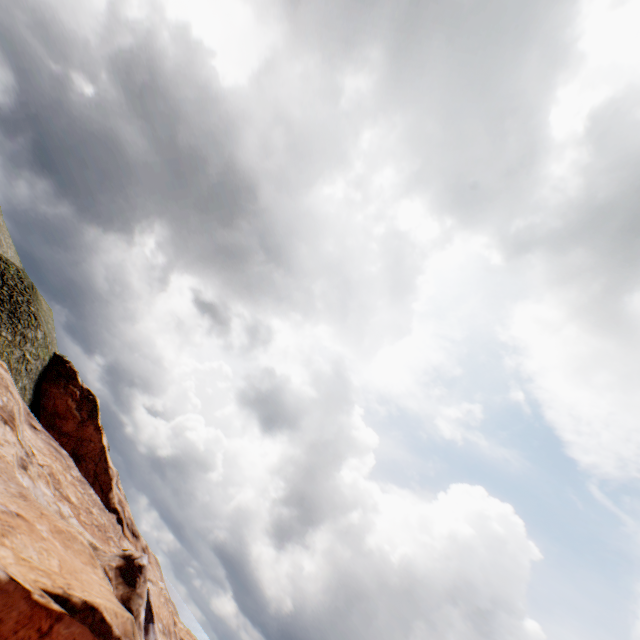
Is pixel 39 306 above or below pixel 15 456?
above
